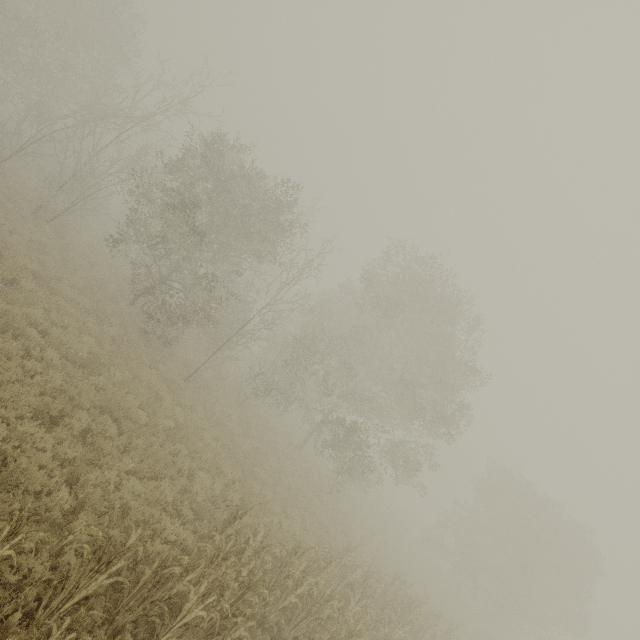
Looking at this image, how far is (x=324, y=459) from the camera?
27.2m
